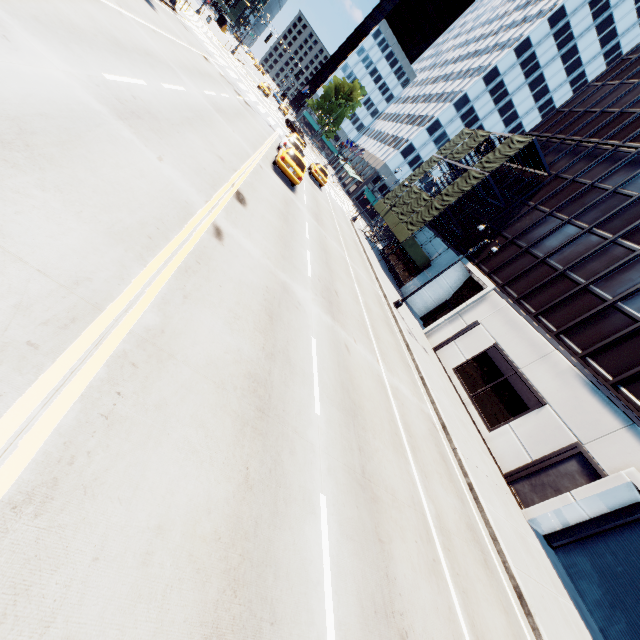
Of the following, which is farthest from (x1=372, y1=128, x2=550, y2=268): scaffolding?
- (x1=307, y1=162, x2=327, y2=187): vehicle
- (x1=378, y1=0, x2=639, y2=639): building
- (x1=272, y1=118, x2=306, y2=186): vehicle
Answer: (x1=272, y1=118, x2=306, y2=186): vehicle

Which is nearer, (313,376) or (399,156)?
(313,376)

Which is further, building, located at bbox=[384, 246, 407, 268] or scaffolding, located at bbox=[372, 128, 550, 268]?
building, located at bbox=[384, 246, 407, 268]

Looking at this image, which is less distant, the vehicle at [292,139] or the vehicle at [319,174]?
the vehicle at [292,139]

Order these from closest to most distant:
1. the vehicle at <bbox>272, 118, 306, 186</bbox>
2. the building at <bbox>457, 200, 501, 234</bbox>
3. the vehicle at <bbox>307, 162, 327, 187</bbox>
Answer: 1. the vehicle at <bbox>272, 118, 306, 186</bbox>
2. the building at <bbox>457, 200, 501, 234</bbox>
3. the vehicle at <bbox>307, 162, 327, 187</bbox>

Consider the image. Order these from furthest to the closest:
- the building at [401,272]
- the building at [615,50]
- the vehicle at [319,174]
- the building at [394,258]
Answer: the building at [394,258]
the building at [401,272]
the vehicle at [319,174]
the building at [615,50]

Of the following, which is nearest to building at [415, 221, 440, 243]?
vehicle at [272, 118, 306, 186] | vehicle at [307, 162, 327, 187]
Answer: vehicle at [307, 162, 327, 187]

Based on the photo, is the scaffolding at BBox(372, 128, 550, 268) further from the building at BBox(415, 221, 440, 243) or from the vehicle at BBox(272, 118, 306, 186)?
the vehicle at BBox(272, 118, 306, 186)
